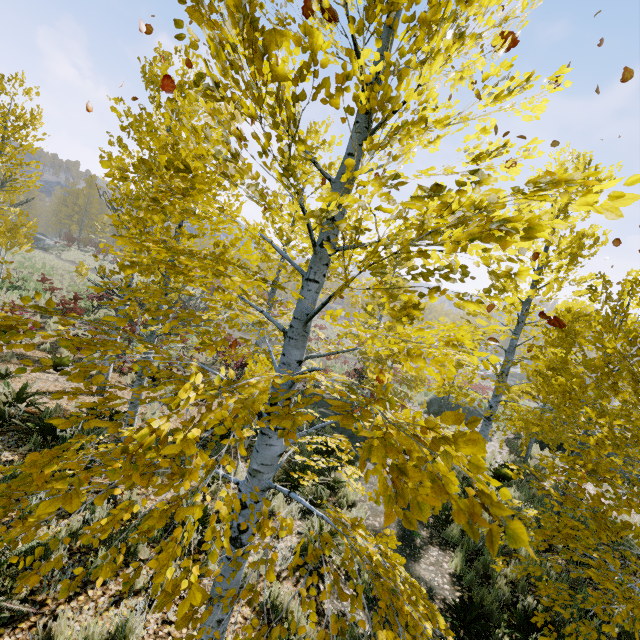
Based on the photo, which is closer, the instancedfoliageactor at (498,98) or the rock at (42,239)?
the instancedfoliageactor at (498,98)

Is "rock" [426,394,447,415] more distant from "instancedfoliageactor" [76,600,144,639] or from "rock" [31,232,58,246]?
"rock" [31,232,58,246]

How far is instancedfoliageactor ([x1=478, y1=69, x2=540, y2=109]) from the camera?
2.1m

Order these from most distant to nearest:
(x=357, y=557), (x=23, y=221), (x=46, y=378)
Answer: (x=23, y=221), (x=46, y=378), (x=357, y=557)

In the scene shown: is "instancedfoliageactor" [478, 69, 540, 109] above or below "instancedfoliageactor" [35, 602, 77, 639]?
above

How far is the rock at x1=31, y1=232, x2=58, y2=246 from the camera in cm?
4003

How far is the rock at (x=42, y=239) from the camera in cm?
4003
